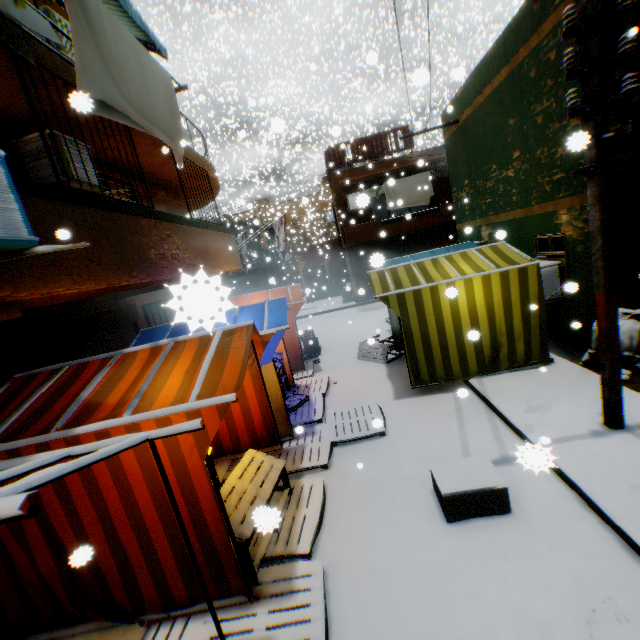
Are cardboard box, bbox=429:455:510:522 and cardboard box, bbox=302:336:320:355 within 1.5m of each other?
no

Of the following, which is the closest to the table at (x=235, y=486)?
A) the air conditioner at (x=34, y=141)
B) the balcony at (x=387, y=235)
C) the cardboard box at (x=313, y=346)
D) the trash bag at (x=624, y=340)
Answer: the trash bag at (x=624, y=340)

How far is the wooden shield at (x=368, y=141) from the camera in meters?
16.6

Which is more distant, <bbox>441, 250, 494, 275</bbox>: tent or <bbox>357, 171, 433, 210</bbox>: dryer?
<bbox>357, 171, 433, 210</bbox>: dryer

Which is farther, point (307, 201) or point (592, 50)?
point (307, 201)

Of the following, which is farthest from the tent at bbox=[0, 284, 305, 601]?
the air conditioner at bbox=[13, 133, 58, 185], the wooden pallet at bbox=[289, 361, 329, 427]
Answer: the air conditioner at bbox=[13, 133, 58, 185]

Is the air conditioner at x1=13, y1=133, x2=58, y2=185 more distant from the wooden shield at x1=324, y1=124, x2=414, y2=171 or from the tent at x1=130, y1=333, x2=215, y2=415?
the wooden shield at x1=324, y1=124, x2=414, y2=171
